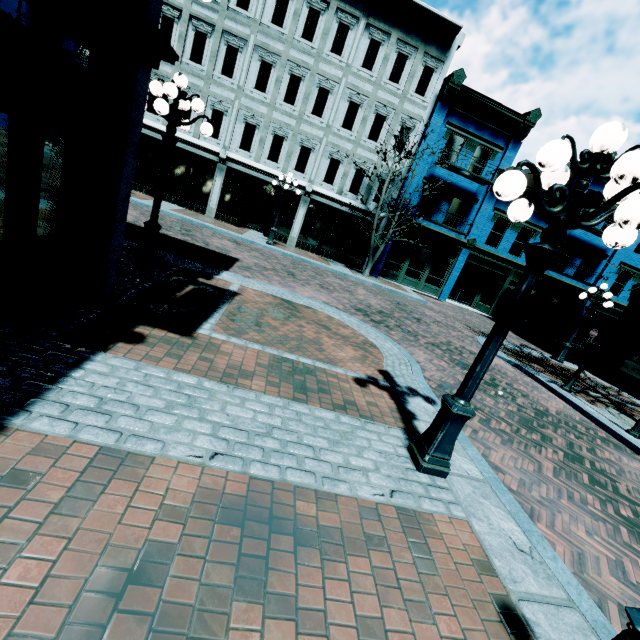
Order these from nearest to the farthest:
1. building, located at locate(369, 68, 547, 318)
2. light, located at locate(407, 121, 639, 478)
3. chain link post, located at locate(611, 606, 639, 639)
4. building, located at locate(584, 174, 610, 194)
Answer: chain link post, located at locate(611, 606, 639, 639) → light, located at locate(407, 121, 639, 478) → building, located at locate(369, 68, 547, 318) → building, located at locate(584, 174, 610, 194)

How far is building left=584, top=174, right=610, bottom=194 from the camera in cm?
1959

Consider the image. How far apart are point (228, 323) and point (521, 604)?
4.9 meters

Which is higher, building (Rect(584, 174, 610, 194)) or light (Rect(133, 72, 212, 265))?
building (Rect(584, 174, 610, 194))

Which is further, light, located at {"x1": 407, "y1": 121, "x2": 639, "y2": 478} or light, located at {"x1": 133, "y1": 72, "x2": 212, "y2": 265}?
light, located at {"x1": 133, "y1": 72, "x2": 212, "y2": 265}

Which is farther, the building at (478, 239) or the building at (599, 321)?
the building at (478, 239)

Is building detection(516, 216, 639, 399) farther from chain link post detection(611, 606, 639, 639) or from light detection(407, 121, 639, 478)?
chain link post detection(611, 606, 639, 639)

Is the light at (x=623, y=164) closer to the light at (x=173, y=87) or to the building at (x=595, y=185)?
the light at (x=173, y=87)
